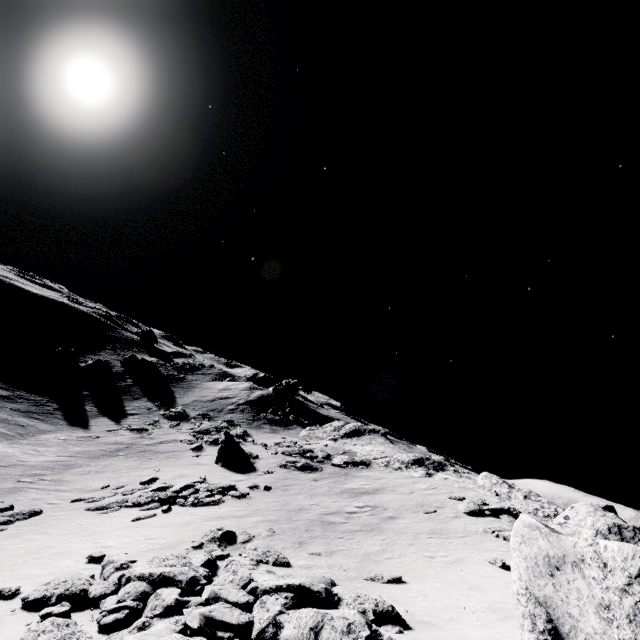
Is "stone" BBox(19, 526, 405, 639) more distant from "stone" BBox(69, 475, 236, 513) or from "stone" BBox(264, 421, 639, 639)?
"stone" BBox(69, 475, 236, 513)

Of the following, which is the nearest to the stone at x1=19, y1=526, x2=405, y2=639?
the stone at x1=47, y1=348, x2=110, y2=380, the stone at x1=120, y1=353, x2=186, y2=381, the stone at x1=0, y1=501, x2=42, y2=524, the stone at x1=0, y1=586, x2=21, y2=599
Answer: the stone at x1=0, y1=586, x2=21, y2=599

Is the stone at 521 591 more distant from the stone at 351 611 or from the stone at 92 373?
the stone at 92 373

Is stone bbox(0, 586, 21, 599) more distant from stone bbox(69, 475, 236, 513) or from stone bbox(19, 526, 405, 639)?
stone bbox(69, 475, 236, 513)

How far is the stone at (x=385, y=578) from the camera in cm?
892

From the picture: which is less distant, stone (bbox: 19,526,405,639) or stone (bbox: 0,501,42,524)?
stone (bbox: 19,526,405,639)

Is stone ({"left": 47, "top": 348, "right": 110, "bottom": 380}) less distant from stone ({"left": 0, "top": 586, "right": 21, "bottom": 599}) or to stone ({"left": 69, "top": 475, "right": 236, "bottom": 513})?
stone ({"left": 69, "top": 475, "right": 236, "bottom": 513})

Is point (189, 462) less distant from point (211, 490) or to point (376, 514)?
point (211, 490)
